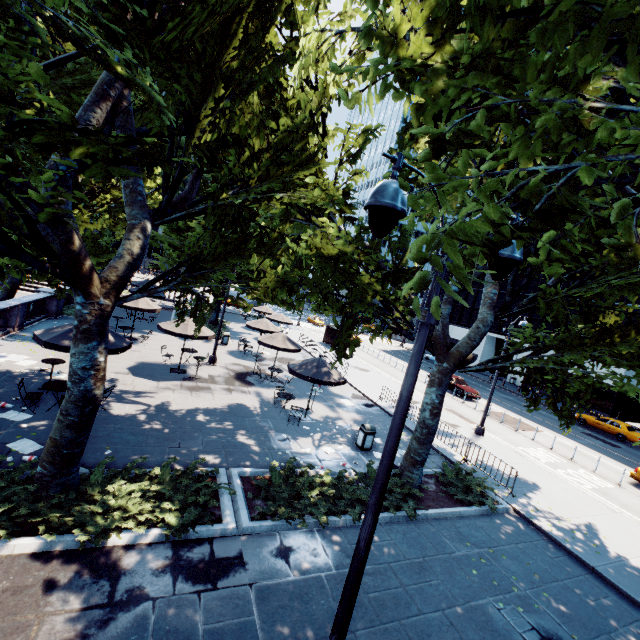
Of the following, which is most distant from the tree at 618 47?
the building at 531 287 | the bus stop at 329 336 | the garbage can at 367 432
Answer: the building at 531 287

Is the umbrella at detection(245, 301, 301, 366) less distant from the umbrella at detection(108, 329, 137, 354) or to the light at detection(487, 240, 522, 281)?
the umbrella at detection(108, 329, 137, 354)

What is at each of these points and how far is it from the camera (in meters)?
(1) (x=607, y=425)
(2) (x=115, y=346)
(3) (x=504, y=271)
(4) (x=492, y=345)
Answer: (1) vehicle, 28.17
(2) umbrella, 11.12
(3) light, 4.01
(4) building, 51.84

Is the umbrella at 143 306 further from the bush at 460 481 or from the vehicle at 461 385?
the vehicle at 461 385

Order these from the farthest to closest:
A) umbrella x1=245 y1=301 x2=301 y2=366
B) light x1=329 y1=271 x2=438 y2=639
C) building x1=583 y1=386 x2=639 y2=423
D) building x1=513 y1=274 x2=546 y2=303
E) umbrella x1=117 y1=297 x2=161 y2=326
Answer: building x1=513 y1=274 x2=546 y2=303
building x1=583 y1=386 x2=639 y2=423
umbrella x1=117 y1=297 x2=161 y2=326
umbrella x1=245 y1=301 x2=301 y2=366
light x1=329 y1=271 x2=438 y2=639

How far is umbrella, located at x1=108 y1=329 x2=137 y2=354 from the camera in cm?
1103

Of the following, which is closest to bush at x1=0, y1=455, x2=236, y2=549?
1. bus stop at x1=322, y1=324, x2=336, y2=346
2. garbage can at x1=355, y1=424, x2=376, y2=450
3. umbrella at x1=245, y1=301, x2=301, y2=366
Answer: garbage can at x1=355, y1=424, x2=376, y2=450

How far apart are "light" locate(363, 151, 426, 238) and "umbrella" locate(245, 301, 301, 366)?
19.8 meters
